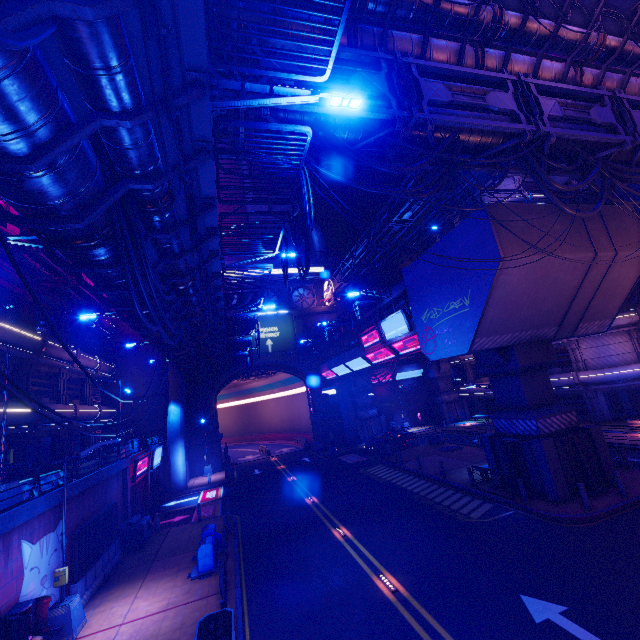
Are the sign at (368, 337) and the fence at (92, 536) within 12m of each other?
no

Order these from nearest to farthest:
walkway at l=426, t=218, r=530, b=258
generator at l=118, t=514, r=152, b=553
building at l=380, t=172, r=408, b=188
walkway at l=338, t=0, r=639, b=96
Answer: walkway at l=338, t=0, r=639, b=96 → walkway at l=426, t=218, r=530, b=258 → generator at l=118, t=514, r=152, b=553 → building at l=380, t=172, r=408, b=188

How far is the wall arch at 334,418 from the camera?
41.16m

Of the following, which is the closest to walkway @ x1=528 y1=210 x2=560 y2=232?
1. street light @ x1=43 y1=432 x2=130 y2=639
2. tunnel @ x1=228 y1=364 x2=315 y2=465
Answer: tunnel @ x1=228 y1=364 x2=315 y2=465

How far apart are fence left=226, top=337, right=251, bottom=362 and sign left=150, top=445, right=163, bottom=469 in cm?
992

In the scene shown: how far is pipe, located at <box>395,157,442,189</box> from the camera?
12.0 meters

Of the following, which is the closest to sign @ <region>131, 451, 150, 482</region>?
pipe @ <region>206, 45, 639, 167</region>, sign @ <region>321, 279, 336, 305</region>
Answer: pipe @ <region>206, 45, 639, 167</region>

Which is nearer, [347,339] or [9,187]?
[9,187]
